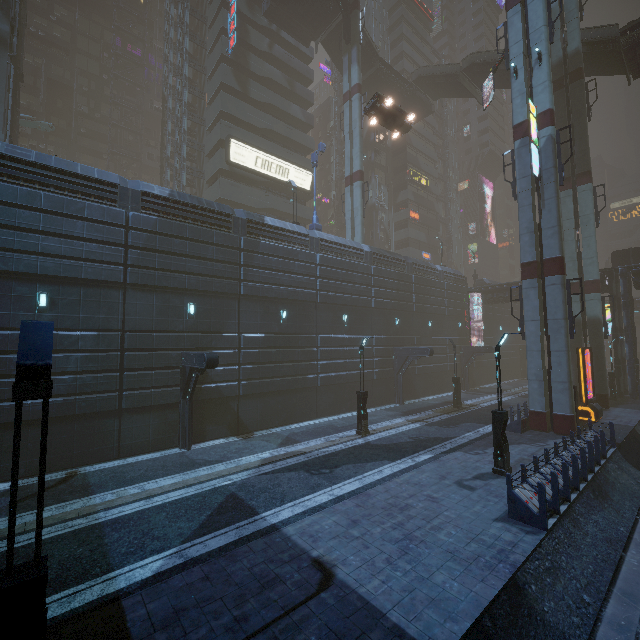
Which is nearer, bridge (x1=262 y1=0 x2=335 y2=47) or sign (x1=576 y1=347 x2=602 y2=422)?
Answer: sign (x1=576 y1=347 x2=602 y2=422)

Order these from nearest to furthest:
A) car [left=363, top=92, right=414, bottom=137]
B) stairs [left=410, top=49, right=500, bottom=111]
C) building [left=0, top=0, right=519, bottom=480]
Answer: building [left=0, top=0, right=519, bottom=480], car [left=363, top=92, right=414, bottom=137], stairs [left=410, top=49, right=500, bottom=111]

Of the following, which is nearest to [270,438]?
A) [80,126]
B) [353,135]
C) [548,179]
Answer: [548,179]

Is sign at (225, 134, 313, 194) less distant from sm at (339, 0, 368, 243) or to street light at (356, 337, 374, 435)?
sm at (339, 0, 368, 243)

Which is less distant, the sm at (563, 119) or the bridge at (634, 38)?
A: the sm at (563, 119)

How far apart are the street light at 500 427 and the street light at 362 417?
6.68m

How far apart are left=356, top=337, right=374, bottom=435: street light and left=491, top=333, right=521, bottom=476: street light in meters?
6.7 m

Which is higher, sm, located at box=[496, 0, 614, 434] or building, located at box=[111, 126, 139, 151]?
building, located at box=[111, 126, 139, 151]
